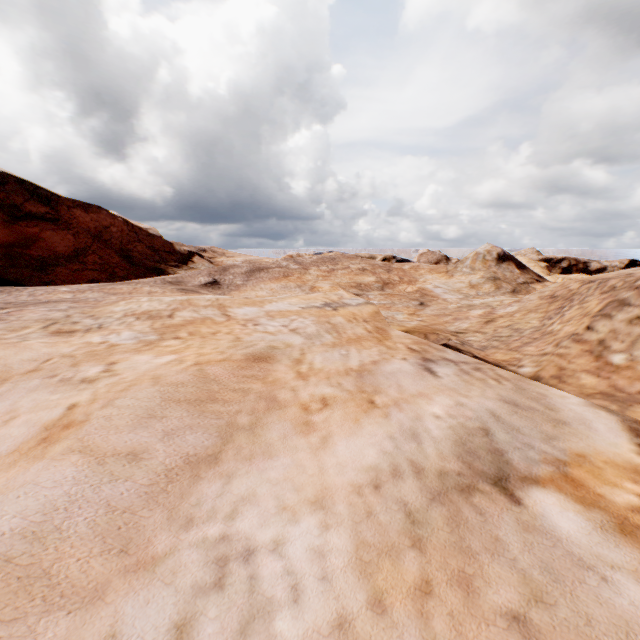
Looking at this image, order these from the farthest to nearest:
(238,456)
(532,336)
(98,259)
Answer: (98,259) < (532,336) < (238,456)
